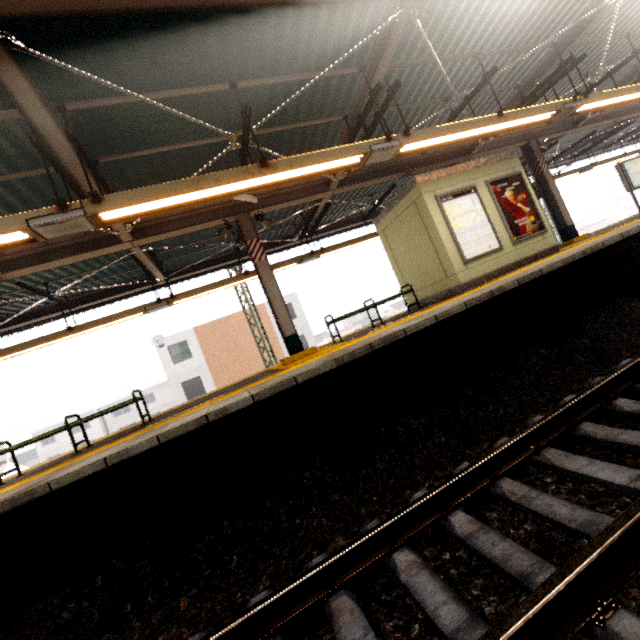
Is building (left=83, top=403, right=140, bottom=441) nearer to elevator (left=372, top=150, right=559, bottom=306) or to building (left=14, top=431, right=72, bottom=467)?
building (left=14, top=431, right=72, bottom=467)

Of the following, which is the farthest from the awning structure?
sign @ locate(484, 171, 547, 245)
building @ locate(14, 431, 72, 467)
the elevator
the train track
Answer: building @ locate(14, 431, 72, 467)

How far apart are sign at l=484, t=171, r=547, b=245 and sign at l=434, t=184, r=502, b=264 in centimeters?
27cm

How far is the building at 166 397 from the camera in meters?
46.4

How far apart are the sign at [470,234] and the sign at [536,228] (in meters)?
0.27

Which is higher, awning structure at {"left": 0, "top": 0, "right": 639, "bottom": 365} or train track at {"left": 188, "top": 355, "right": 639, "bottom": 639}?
awning structure at {"left": 0, "top": 0, "right": 639, "bottom": 365}

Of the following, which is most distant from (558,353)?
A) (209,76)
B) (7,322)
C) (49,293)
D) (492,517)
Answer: (7,322)

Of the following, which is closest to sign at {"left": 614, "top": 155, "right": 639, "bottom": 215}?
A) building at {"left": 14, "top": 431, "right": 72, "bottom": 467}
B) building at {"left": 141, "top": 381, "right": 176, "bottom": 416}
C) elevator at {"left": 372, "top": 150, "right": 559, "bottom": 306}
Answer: elevator at {"left": 372, "top": 150, "right": 559, "bottom": 306}
